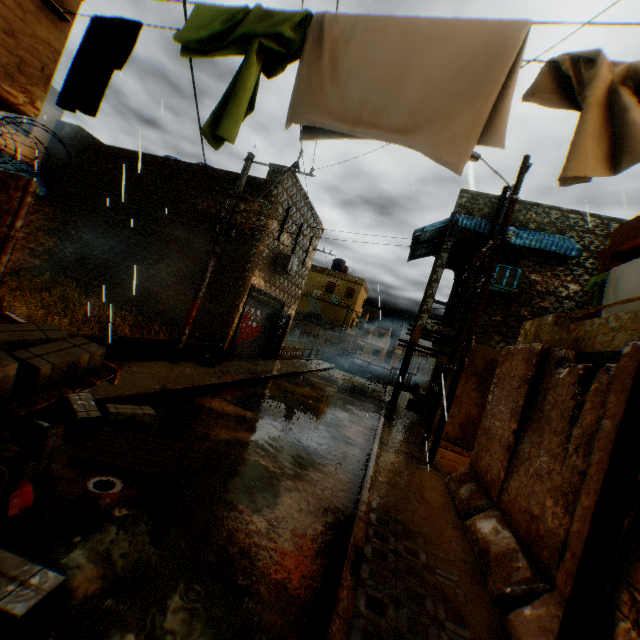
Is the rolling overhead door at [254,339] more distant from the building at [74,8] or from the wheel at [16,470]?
the wheel at [16,470]

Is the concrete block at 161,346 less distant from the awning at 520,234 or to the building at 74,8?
the building at 74,8

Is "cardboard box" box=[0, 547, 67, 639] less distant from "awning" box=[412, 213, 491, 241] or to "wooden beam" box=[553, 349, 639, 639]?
"wooden beam" box=[553, 349, 639, 639]

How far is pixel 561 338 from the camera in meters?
6.3

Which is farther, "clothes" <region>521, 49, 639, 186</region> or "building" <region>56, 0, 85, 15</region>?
"building" <region>56, 0, 85, 15</region>

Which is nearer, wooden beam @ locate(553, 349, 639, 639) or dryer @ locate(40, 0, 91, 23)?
wooden beam @ locate(553, 349, 639, 639)

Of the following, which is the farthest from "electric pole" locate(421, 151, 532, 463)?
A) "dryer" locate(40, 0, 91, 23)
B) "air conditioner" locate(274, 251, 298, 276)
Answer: "dryer" locate(40, 0, 91, 23)

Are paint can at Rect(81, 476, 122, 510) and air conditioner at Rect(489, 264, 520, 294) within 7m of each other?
no
